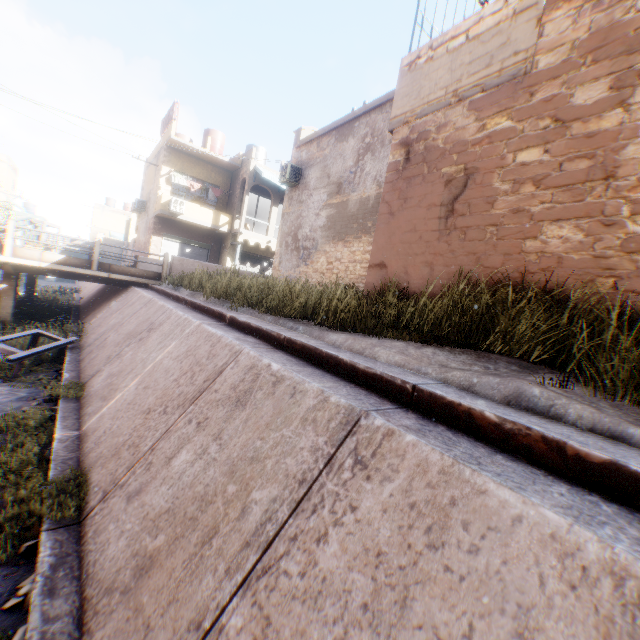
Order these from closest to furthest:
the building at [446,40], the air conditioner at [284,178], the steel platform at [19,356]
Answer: the building at [446,40], the steel platform at [19,356], the air conditioner at [284,178]

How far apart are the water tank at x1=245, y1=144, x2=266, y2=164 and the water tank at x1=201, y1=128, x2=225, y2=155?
1.89m

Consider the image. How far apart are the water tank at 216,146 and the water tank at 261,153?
1.9m

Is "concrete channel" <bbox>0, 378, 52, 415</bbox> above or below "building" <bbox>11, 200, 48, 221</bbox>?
below

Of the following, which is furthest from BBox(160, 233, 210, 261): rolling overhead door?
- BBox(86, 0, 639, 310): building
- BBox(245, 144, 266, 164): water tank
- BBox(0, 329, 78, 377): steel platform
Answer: BBox(245, 144, 266, 164): water tank

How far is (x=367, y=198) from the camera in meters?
11.6

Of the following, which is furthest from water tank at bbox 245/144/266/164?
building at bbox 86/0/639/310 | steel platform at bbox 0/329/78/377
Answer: steel platform at bbox 0/329/78/377

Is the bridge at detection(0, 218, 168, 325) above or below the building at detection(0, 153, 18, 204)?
below
